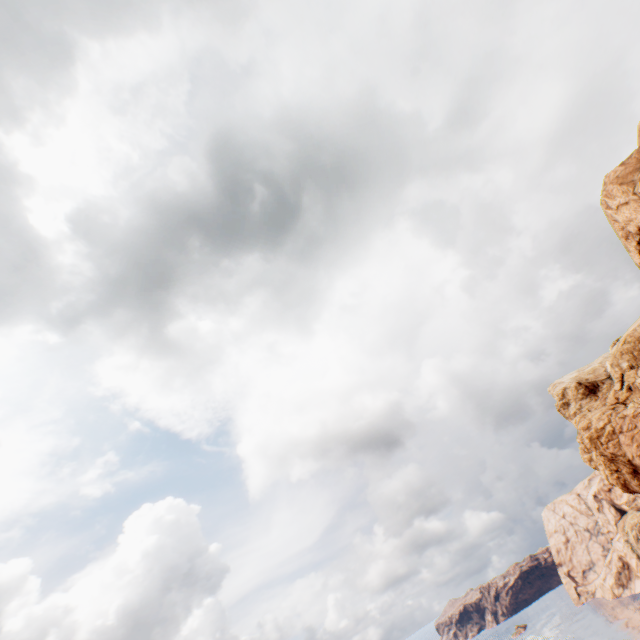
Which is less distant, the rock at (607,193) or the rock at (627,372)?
the rock at (607,193)

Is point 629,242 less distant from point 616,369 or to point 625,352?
point 625,352

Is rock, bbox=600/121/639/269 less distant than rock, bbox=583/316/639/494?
Yes
